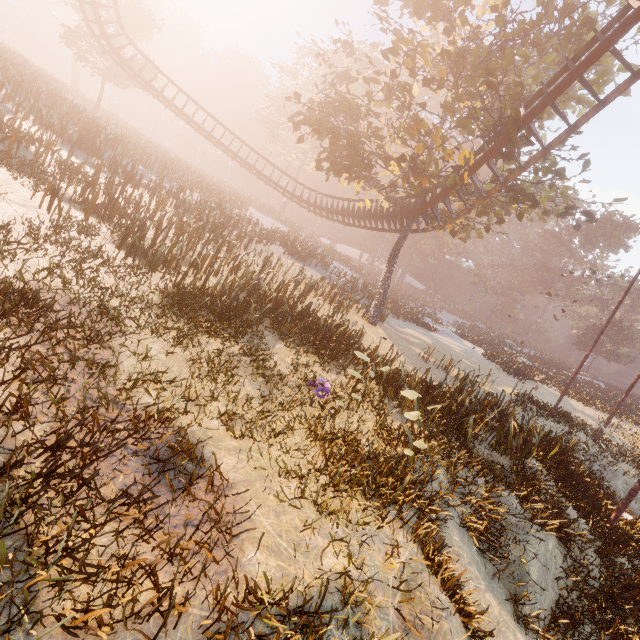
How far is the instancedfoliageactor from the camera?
56.4 meters

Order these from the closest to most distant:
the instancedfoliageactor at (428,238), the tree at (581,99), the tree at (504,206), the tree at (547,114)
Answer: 1. the tree at (547,114)
2. the tree at (504,206)
3. the tree at (581,99)
4. the instancedfoliageactor at (428,238)

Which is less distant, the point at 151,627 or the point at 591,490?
the point at 151,627

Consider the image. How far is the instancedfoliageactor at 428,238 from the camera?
56.4 meters

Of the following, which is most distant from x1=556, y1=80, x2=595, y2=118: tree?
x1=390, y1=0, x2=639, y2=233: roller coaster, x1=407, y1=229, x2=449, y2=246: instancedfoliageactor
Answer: x1=407, y1=229, x2=449, y2=246: instancedfoliageactor

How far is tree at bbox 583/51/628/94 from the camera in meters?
13.8 m

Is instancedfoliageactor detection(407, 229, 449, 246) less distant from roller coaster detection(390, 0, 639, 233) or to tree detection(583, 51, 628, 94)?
tree detection(583, 51, 628, 94)

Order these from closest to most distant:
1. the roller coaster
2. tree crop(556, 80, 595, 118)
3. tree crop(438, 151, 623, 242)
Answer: the roller coaster → tree crop(438, 151, 623, 242) → tree crop(556, 80, 595, 118)
